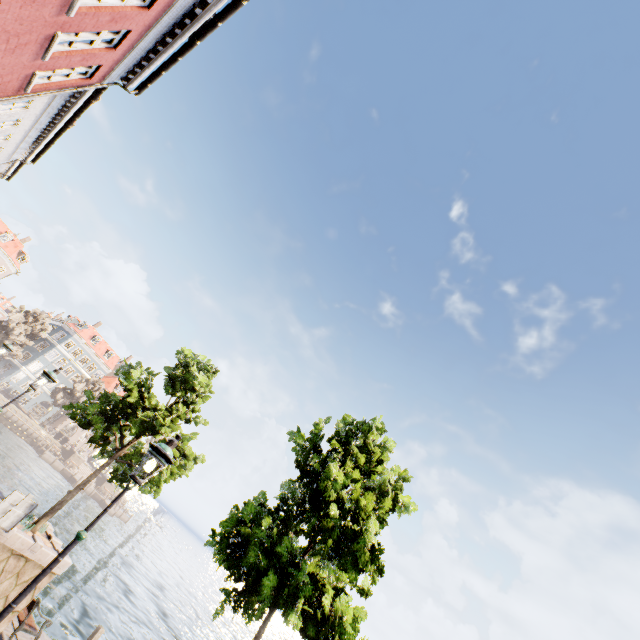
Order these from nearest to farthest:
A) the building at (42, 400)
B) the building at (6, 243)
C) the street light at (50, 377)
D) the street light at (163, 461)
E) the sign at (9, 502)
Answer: the street light at (163, 461)
the sign at (9, 502)
the street light at (50, 377)
the building at (6, 243)
the building at (42, 400)

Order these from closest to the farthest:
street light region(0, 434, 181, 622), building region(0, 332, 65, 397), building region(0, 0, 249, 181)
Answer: street light region(0, 434, 181, 622) < building region(0, 0, 249, 181) < building region(0, 332, 65, 397)

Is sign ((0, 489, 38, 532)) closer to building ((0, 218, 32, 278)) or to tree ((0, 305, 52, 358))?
tree ((0, 305, 52, 358))

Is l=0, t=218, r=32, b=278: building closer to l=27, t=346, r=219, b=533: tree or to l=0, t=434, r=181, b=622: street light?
l=27, t=346, r=219, b=533: tree

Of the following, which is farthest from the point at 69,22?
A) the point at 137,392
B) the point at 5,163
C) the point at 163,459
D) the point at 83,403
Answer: the point at 83,403

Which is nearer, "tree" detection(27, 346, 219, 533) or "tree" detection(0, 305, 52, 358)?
"tree" detection(27, 346, 219, 533)

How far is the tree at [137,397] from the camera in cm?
1020

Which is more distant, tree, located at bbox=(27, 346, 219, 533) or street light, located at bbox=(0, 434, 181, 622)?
tree, located at bbox=(27, 346, 219, 533)
